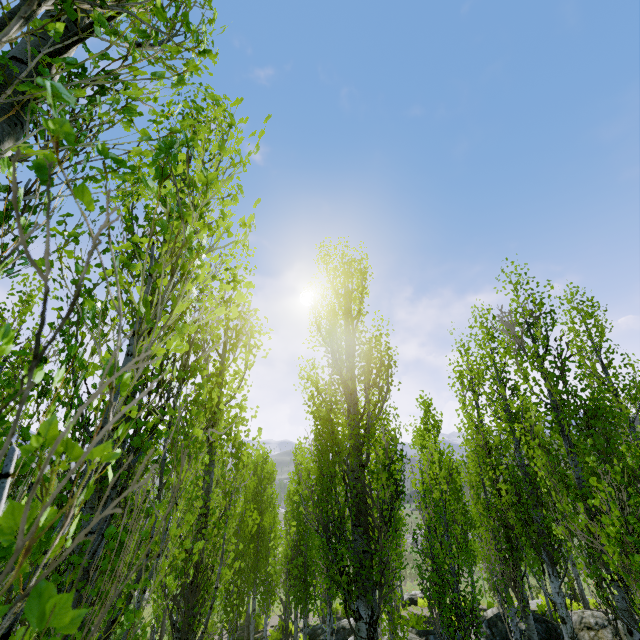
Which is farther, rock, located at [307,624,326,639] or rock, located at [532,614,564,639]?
rock, located at [307,624,326,639]

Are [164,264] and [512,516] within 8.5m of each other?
no

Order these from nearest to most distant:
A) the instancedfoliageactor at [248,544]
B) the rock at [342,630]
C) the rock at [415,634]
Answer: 1. the instancedfoliageactor at [248,544]
2. the rock at [415,634]
3. the rock at [342,630]

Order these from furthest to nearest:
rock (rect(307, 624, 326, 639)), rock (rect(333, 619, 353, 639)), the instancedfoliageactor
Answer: rock (rect(307, 624, 326, 639)) < rock (rect(333, 619, 353, 639)) < the instancedfoliageactor

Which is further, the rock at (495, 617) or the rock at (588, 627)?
the rock at (495, 617)

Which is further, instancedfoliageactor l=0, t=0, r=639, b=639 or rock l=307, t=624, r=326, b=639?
rock l=307, t=624, r=326, b=639

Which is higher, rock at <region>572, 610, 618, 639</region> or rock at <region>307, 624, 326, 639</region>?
rock at <region>572, 610, 618, 639</region>
